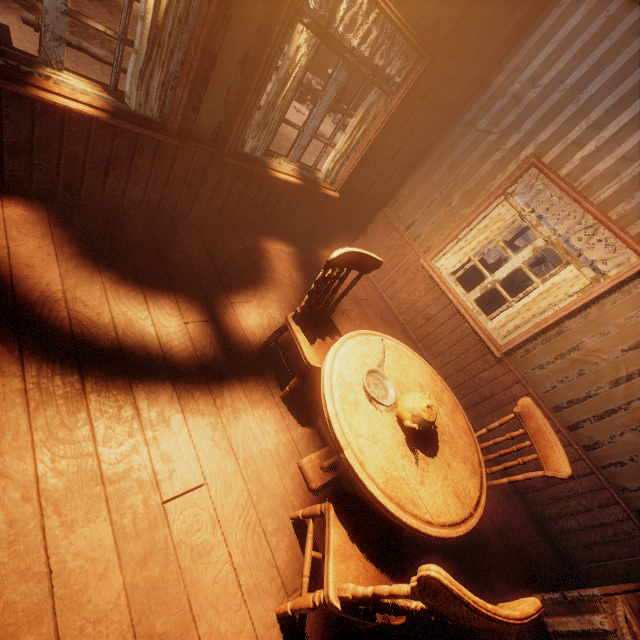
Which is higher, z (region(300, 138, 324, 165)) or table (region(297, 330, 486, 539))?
table (region(297, 330, 486, 539))

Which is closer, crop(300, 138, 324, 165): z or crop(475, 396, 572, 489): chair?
crop(475, 396, 572, 489): chair

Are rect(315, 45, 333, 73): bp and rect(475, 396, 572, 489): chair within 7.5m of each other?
no

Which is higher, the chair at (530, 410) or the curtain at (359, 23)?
the curtain at (359, 23)

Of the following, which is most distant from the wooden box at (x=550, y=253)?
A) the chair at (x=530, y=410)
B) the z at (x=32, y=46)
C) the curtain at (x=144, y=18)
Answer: → the chair at (x=530, y=410)

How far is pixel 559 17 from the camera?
3.32m

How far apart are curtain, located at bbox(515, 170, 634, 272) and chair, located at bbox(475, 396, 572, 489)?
1.8m

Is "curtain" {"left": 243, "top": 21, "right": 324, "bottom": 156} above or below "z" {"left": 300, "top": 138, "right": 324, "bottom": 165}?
above
